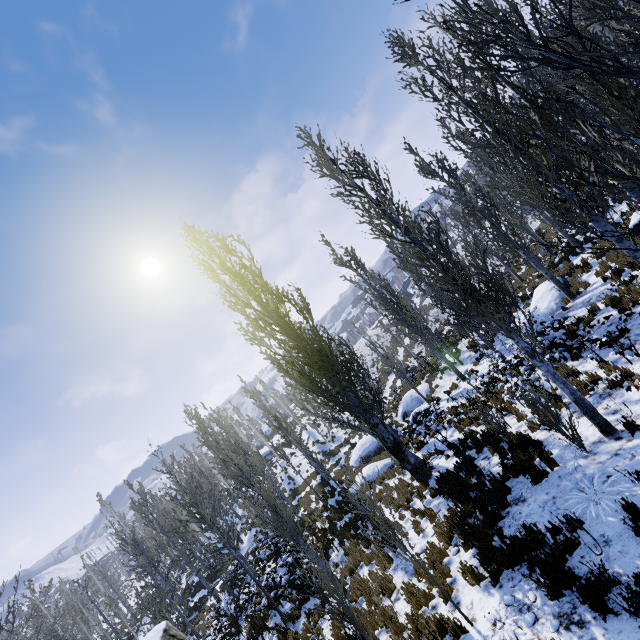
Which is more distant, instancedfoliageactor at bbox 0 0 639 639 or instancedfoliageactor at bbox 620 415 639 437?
instancedfoliageactor at bbox 620 415 639 437

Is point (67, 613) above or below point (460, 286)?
above

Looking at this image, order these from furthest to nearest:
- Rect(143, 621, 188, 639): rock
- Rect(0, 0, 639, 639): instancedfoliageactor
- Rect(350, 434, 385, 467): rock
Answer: Rect(350, 434, 385, 467): rock < Rect(143, 621, 188, 639): rock < Rect(0, 0, 639, 639): instancedfoliageactor

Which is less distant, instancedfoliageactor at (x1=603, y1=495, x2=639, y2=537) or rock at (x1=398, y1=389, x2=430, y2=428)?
instancedfoliageactor at (x1=603, y1=495, x2=639, y2=537)

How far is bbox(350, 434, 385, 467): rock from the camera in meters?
22.2

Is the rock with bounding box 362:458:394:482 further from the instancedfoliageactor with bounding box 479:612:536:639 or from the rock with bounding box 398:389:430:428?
the rock with bounding box 398:389:430:428

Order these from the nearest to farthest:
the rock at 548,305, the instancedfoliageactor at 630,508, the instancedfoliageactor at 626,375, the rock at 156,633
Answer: the instancedfoliageactor at 630,508 < the instancedfoliageactor at 626,375 < the rock at 156,633 < the rock at 548,305

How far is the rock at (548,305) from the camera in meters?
15.1
